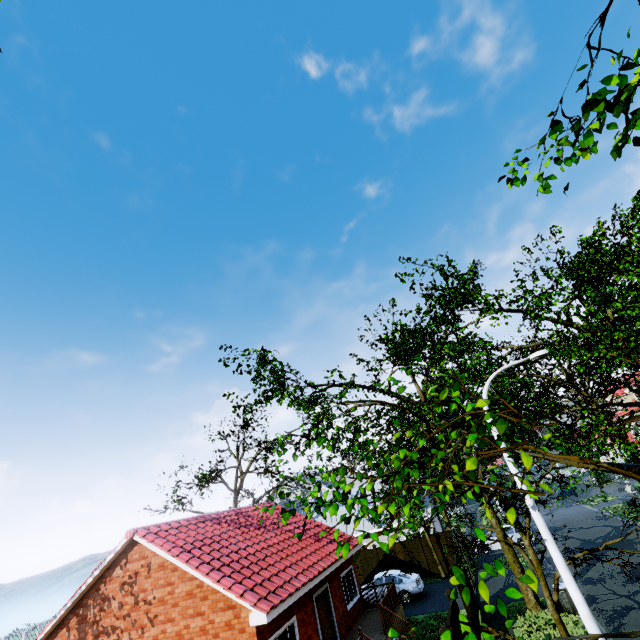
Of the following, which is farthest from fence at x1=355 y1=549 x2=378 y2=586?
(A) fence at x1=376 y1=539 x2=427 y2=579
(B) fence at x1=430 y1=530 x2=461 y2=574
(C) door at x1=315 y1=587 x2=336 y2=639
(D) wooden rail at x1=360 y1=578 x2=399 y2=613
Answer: (C) door at x1=315 y1=587 x2=336 y2=639

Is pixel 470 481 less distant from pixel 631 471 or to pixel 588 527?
pixel 631 471

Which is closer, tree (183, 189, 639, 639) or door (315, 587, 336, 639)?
tree (183, 189, 639, 639)

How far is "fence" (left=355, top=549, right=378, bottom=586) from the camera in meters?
23.4

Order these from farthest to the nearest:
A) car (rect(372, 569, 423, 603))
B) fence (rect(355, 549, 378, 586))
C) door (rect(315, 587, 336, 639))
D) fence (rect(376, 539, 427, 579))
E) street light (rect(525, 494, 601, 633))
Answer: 1. fence (rect(355, 549, 378, 586))
2. fence (rect(376, 539, 427, 579))
3. car (rect(372, 569, 423, 603))
4. door (rect(315, 587, 336, 639))
5. street light (rect(525, 494, 601, 633))

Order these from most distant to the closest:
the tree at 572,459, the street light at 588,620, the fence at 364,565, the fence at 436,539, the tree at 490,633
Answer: the fence at 364,565 < the fence at 436,539 < the street light at 588,620 < the tree at 572,459 < the tree at 490,633

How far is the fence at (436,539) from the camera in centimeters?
1645cm

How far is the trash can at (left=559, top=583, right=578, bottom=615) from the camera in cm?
1312
